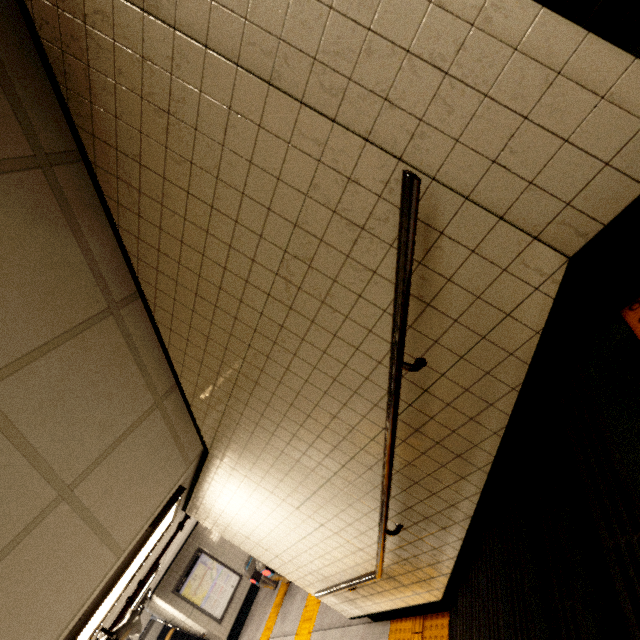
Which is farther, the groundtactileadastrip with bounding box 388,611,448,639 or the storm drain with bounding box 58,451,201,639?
the groundtactileadastrip with bounding box 388,611,448,639

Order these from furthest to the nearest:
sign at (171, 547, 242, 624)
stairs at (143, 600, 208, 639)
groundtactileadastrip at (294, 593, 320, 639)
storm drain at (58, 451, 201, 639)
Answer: stairs at (143, 600, 208, 639) → sign at (171, 547, 242, 624) → groundtactileadastrip at (294, 593, 320, 639) → storm drain at (58, 451, 201, 639)

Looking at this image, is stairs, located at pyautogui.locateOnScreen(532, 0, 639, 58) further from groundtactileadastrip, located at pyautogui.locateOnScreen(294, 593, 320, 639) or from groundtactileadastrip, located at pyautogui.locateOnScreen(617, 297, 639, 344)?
groundtactileadastrip, located at pyautogui.locateOnScreen(294, 593, 320, 639)

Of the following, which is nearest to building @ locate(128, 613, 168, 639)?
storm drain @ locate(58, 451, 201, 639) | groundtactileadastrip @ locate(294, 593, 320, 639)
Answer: storm drain @ locate(58, 451, 201, 639)

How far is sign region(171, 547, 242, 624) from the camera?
9.9 meters

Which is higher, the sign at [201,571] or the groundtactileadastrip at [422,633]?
the sign at [201,571]

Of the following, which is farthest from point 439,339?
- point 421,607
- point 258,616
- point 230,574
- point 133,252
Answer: point 230,574

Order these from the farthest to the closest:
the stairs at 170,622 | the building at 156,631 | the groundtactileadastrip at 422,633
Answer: the building at 156,631
the stairs at 170,622
the groundtactileadastrip at 422,633
